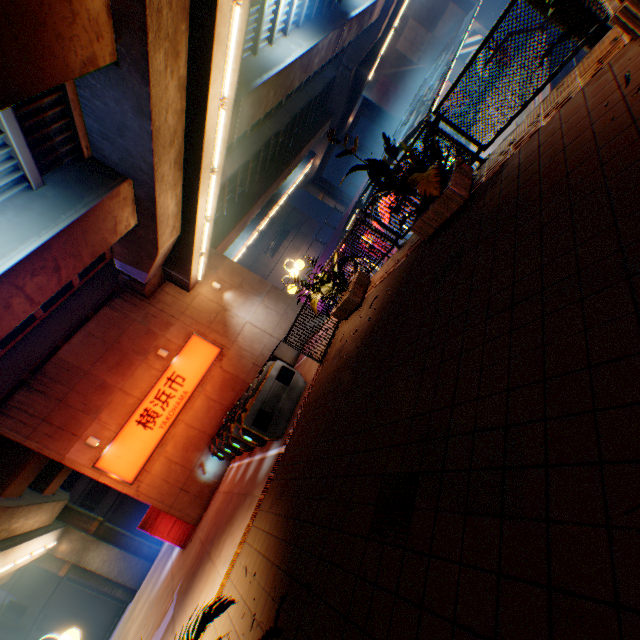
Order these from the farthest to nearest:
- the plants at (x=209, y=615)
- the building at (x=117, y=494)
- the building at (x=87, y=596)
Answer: the building at (x=117, y=494) < the building at (x=87, y=596) < the plants at (x=209, y=615)

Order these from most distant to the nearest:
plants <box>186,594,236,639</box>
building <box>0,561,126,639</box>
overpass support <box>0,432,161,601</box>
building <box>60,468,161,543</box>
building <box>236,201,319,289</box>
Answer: building <box>236,201,319,289</box>
building <box>60,468,161,543</box>
building <box>0,561,126,639</box>
overpass support <box>0,432,161,601</box>
plants <box>186,594,236,639</box>

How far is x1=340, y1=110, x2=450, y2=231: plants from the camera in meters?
5.0 m

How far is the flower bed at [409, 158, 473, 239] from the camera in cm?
522

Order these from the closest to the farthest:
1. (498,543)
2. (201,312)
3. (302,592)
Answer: (498,543) < (302,592) < (201,312)

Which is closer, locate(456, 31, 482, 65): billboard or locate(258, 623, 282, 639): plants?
locate(258, 623, 282, 639): plants

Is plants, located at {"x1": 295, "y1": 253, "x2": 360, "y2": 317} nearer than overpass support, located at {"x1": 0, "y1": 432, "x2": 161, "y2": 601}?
Yes

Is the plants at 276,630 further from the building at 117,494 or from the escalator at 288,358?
the building at 117,494
